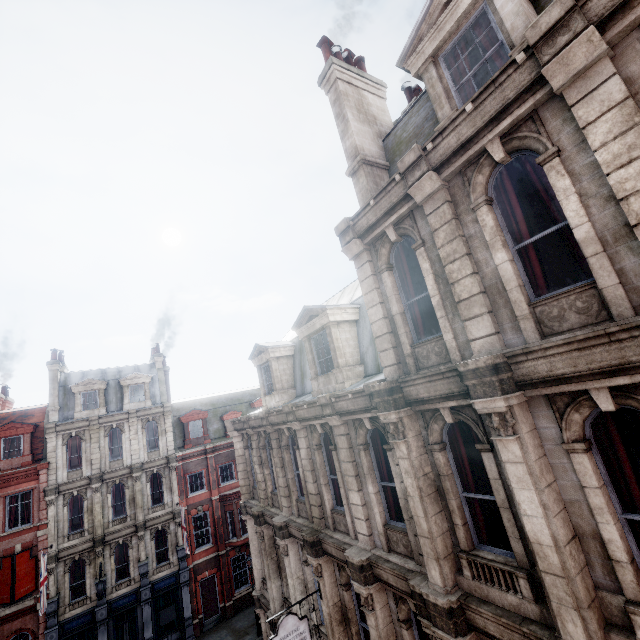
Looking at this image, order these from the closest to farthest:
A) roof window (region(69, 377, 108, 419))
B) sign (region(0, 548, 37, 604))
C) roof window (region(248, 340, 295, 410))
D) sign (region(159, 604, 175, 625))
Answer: roof window (region(248, 340, 295, 410)) → sign (region(0, 548, 37, 604)) → sign (region(159, 604, 175, 625)) → roof window (region(69, 377, 108, 419))

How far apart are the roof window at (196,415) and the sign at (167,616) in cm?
1041

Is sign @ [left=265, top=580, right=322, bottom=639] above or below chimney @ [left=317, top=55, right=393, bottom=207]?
below

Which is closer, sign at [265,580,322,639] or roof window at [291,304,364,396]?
sign at [265,580,322,639]

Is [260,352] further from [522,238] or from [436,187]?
[522,238]

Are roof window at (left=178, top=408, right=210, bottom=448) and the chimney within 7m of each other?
no

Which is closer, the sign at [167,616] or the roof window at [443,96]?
the roof window at [443,96]

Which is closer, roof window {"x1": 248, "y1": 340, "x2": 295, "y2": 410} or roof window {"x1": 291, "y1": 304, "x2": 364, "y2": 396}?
roof window {"x1": 291, "y1": 304, "x2": 364, "y2": 396}
